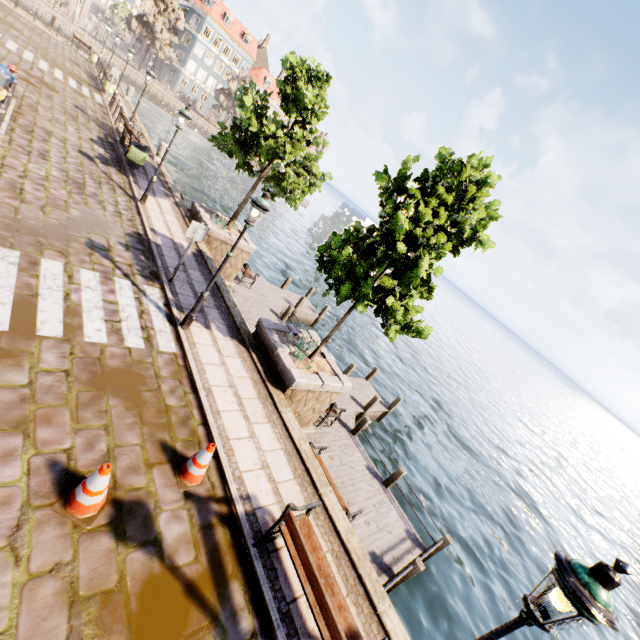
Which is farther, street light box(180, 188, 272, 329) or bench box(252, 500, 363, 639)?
street light box(180, 188, 272, 329)

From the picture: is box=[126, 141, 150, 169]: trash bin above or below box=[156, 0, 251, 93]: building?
below

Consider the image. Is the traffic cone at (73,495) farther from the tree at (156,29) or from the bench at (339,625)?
the tree at (156,29)

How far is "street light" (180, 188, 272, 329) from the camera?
6.6m

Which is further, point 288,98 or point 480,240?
point 288,98

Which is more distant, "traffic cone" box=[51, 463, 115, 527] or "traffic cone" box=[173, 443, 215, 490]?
"traffic cone" box=[173, 443, 215, 490]

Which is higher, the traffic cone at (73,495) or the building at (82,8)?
the building at (82,8)

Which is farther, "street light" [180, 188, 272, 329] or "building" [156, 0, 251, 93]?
"building" [156, 0, 251, 93]
